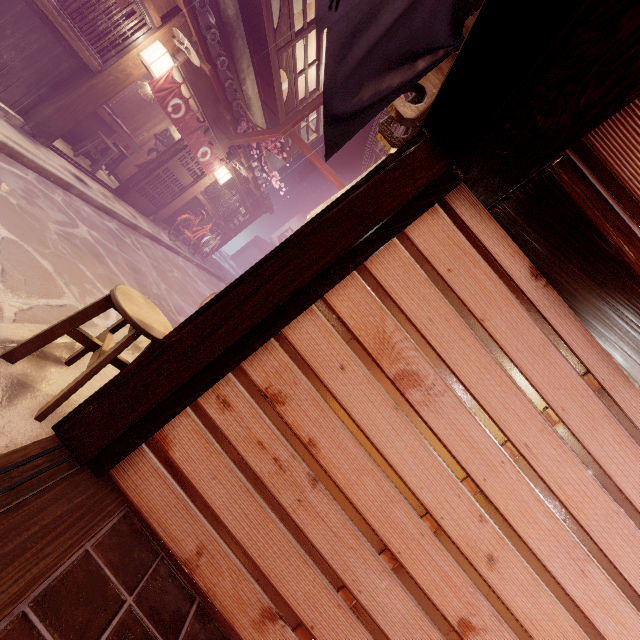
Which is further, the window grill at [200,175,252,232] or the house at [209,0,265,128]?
the window grill at [200,175,252,232]

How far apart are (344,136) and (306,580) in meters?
4.8

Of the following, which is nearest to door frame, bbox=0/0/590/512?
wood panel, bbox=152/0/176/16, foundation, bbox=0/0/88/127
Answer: foundation, bbox=0/0/88/127

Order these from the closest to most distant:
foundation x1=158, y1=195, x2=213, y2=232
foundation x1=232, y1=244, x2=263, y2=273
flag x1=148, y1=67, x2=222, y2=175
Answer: flag x1=148, y1=67, x2=222, y2=175, foundation x1=158, y1=195, x2=213, y2=232, foundation x1=232, y1=244, x2=263, y2=273

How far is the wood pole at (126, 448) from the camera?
3.4 meters

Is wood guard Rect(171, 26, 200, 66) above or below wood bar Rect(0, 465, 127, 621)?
above

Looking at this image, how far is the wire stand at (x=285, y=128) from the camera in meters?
14.2 m

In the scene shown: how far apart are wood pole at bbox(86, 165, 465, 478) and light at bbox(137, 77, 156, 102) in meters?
16.5
